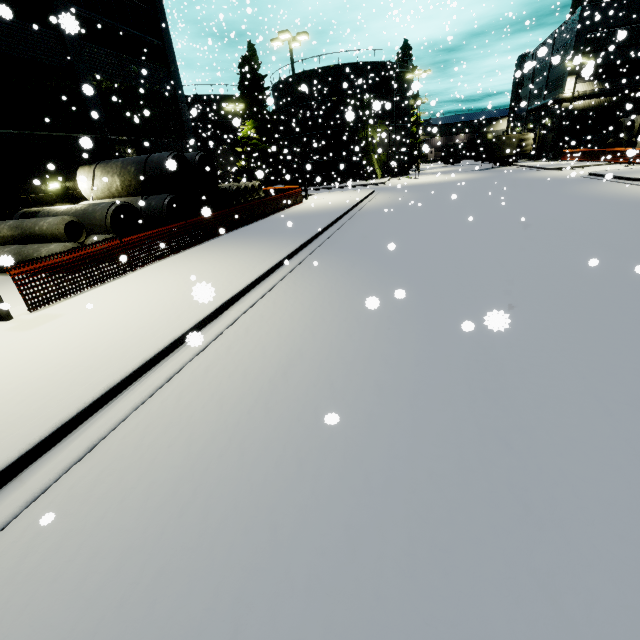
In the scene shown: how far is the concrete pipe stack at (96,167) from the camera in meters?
14.6 m

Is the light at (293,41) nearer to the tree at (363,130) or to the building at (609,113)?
the tree at (363,130)

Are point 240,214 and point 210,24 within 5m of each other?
no

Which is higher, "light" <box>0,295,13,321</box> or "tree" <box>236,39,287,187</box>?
"tree" <box>236,39,287,187</box>

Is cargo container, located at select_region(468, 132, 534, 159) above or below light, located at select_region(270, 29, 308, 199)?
below

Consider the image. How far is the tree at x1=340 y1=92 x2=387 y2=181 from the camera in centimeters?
3358cm

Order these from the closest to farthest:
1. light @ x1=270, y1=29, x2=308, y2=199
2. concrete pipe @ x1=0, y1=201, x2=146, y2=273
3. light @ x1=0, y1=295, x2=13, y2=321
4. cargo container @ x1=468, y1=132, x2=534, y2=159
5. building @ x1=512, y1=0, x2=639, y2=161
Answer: light @ x1=0, y1=295, x2=13, y2=321 < concrete pipe @ x1=0, y1=201, x2=146, y2=273 < light @ x1=270, y1=29, x2=308, y2=199 < building @ x1=512, y1=0, x2=639, y2=161 < cargo container @ x1=468, y1=132, x2=534, y2=159

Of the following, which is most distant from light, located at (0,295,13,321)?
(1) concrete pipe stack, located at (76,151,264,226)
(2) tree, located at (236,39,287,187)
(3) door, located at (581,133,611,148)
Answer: (3) door, located at (581,133,611,148)
